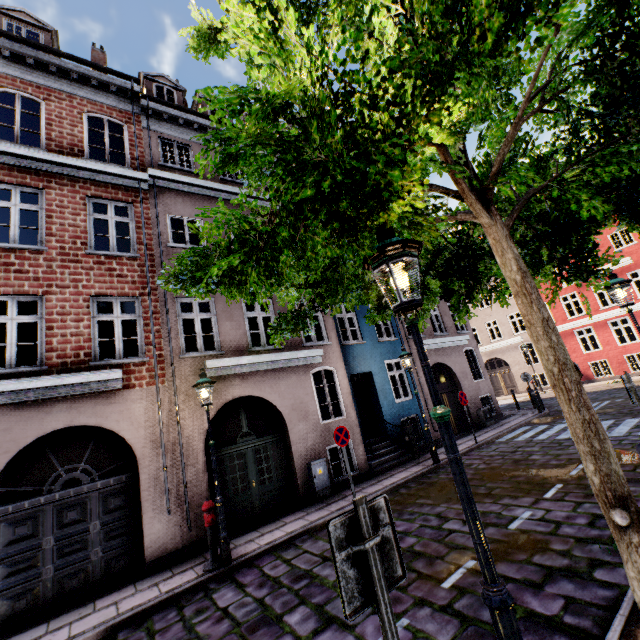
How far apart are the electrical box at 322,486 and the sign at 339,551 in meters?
8.0 m

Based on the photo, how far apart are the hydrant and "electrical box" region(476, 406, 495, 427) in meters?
12.8

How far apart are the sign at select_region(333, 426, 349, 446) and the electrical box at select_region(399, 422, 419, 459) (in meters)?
3.94

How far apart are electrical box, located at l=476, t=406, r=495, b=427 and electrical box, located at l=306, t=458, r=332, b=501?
9.17m

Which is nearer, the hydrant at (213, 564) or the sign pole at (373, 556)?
the sign pole at (373, 556)

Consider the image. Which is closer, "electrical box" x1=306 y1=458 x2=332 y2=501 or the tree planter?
the tree planter

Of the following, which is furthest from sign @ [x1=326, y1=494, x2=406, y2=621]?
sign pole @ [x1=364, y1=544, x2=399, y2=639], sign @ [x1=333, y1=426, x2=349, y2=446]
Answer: sign @ [x1=333, y1=426, x2=349, y2=446]

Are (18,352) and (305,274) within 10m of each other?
no
